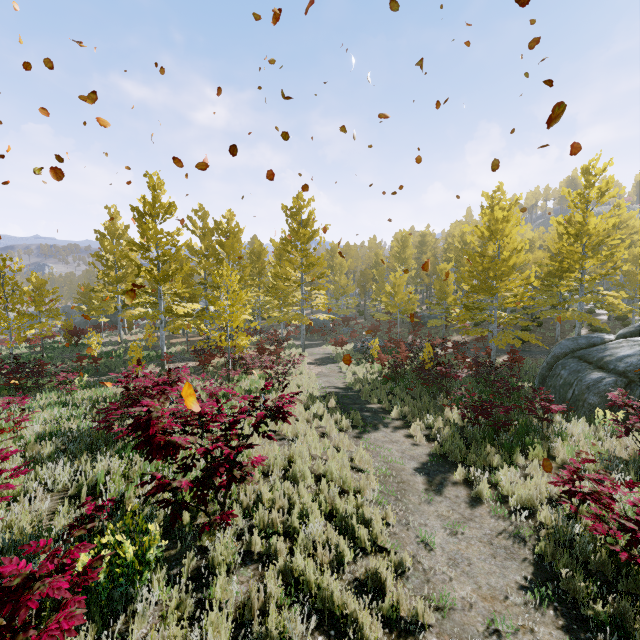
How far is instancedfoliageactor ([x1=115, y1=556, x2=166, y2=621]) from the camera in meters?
3.0 m

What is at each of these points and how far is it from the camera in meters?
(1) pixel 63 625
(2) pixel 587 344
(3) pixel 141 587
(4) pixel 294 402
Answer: (1) instancedfoliageactor, 2.2 m
(2) rock, 13.8 m
(3) instancedfoliageactor, 3.2 m
(4) instancedfoliageactor, 4.3 m

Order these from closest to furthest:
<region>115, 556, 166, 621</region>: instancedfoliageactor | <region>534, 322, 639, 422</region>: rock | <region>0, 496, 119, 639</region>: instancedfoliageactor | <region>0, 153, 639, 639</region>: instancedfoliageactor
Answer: <region>0, 496, 119, 639</region>: instancedfoliageactor, <region>115, 556, 166, 621</region>: instancedfoliageactor, <region>0, 153, 639, 639</region>: instancedfoliageactor, <region>534, 322, 639, 422</region>: rock

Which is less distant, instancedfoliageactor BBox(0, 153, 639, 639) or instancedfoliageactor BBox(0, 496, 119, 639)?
instancedfoliageactor BBox(0, 496, 119, 639)

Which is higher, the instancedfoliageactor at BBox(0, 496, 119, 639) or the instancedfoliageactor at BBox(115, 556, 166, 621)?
the instancedfoliageactor at BBox(0, 496, 119, 639)

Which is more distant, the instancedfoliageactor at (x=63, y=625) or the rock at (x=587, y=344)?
the rock at (x=587, y=344)

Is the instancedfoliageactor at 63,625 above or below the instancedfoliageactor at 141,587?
above
